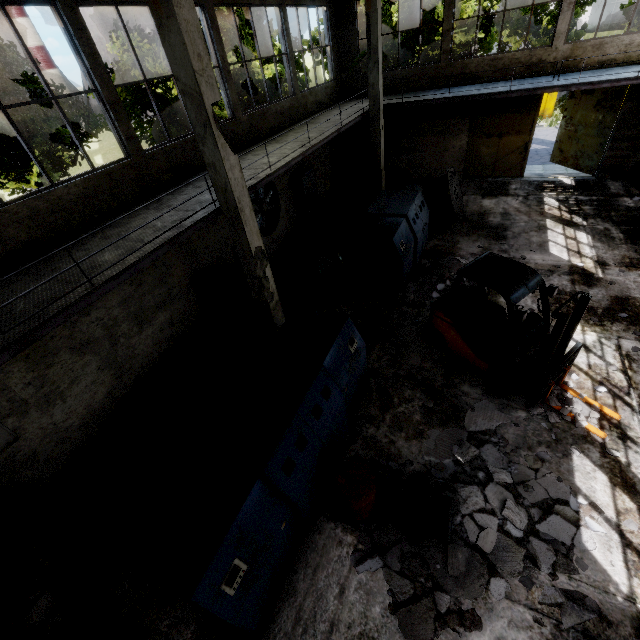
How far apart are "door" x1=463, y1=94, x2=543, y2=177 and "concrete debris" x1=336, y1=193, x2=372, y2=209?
4.0 meters

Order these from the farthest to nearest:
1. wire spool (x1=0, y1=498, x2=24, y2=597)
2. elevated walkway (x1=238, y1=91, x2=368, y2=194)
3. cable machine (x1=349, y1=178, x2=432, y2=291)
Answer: cable machine (x1=349, y1=178, x2=432, y2=291) → elevated walkway (x1=238, y1=91, x2=368, y2=194) → wire spool (x1=0, y1=498, x2=24, y2=597)

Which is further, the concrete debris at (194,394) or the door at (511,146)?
the door at (511,146)

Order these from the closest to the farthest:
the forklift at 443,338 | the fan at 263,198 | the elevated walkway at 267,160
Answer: the forklift at 443,338, the elevated walkway at 267,160, the fan at 263,198

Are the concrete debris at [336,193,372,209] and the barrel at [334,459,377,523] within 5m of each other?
no

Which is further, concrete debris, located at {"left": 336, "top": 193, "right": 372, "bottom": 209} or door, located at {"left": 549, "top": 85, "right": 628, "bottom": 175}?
concrete debris, located at {"left": 336, "top": 193, "right": 372, "bottom": 209}

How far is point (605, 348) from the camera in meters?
7.4

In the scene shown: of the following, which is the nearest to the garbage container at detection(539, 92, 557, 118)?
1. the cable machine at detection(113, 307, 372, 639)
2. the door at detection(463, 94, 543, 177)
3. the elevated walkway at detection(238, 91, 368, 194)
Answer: the door at detection(463, 94, 543, 177)
